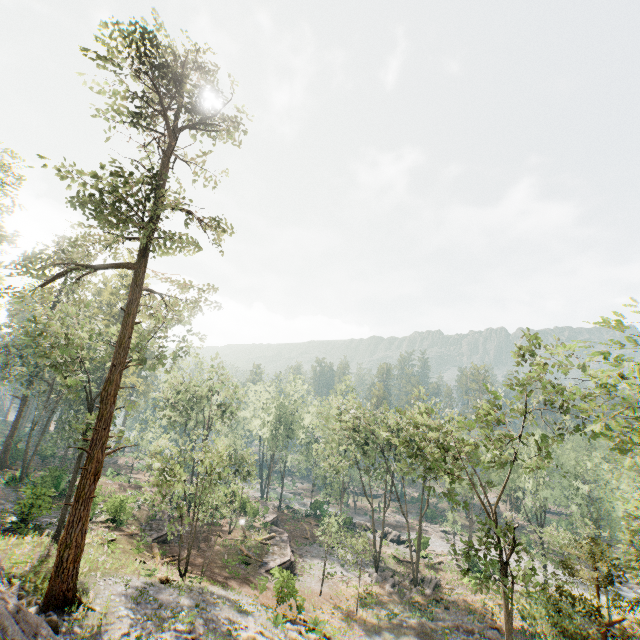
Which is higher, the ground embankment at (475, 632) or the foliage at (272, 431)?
the foliage at (272, 431)

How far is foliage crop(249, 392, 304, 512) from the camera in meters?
54.2

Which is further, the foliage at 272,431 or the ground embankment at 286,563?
the foliage at 272,431

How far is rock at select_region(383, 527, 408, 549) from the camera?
46.38m

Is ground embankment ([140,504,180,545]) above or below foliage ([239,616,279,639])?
below

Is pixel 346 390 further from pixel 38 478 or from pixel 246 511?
pixel 38 478

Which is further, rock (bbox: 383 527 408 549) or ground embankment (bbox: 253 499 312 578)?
rock (bbox: 383 527 408 549)

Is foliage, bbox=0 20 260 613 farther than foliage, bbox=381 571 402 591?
No
